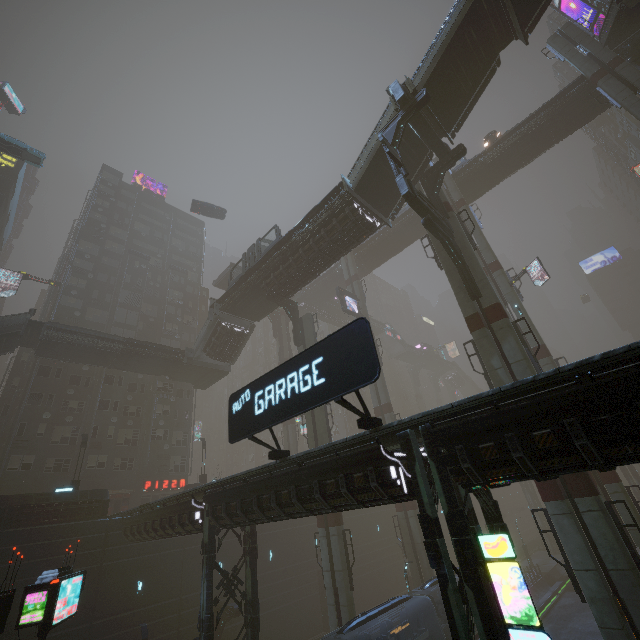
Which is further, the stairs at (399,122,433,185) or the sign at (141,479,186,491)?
the sign at (141,479,186,491)

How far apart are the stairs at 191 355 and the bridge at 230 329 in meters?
0.0

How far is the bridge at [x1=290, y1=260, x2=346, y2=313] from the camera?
50.1m

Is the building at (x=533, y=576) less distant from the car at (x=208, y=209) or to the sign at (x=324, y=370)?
the sign at (x=324, y=370)

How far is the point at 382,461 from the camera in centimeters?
1059cm

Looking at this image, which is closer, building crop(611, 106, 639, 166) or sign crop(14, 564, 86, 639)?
sign crop(14, 564, 86, 639)

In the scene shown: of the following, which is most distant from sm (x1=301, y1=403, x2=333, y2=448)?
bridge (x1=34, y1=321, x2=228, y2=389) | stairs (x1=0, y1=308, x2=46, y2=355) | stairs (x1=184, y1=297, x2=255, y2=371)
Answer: bridge (x1=34, y1=321, x2=228, y2=389)
